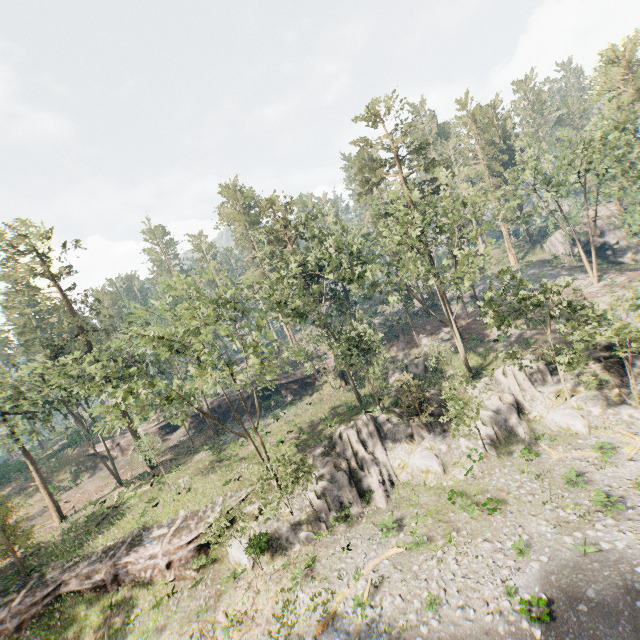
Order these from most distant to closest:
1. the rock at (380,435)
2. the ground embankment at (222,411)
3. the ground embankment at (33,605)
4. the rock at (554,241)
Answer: the rock at (554,241) < the ground embankment at (222,411) < the ground embankment at (33,605) < the rock at (380,435)

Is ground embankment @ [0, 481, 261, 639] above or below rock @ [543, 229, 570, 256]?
below

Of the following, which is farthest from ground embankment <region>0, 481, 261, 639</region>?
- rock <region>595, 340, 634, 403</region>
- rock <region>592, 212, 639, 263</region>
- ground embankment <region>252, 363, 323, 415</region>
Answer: rock <region>592, 212, 639, 263</region>

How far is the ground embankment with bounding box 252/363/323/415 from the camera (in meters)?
45.41

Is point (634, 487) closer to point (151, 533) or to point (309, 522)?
point (309, 522)

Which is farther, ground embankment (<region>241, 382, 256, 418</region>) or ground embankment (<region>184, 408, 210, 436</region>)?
ground embankment (<region>184, 408, 210, 436</region>)

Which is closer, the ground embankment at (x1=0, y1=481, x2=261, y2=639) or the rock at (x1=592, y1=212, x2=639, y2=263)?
the ground embankment at (x1=0, y1=481, x2=261, y2=639)

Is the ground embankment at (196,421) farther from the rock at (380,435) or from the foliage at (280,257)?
the rock at (380,435)
